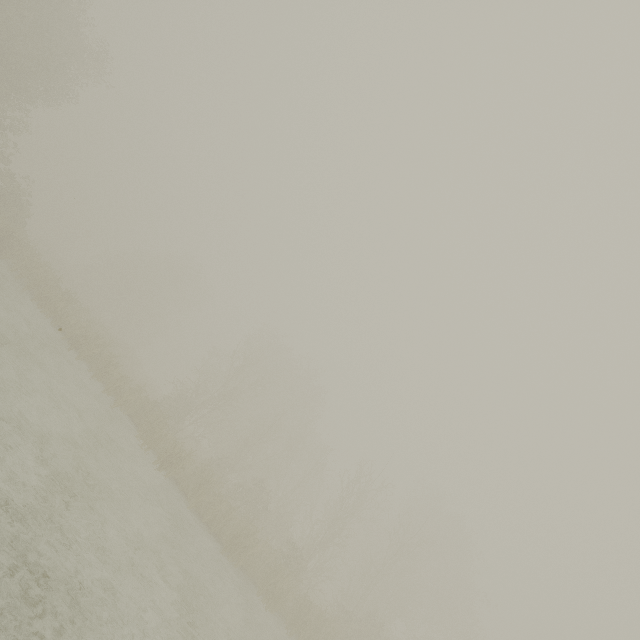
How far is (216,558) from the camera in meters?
15.6 m
